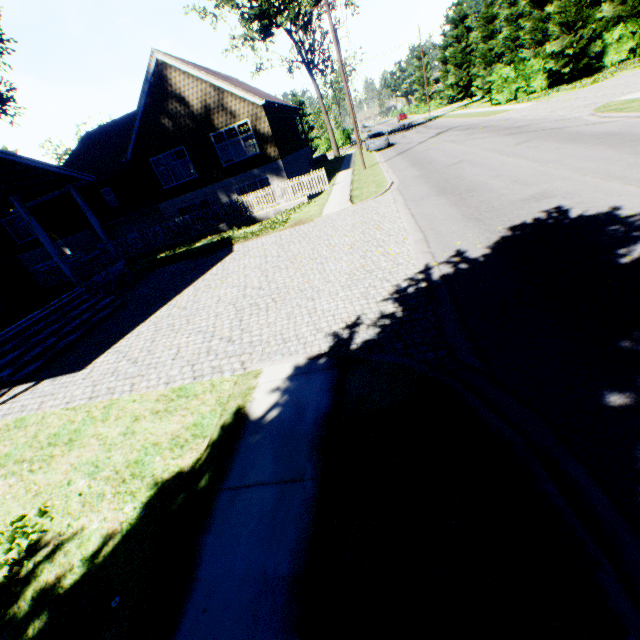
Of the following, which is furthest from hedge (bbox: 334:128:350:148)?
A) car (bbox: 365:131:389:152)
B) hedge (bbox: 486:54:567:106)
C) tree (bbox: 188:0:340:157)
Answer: hedge (bbox: 486:54:567:106)

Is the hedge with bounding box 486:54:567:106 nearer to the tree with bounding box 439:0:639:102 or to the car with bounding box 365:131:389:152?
the tree with bounding box 439:0:639:102

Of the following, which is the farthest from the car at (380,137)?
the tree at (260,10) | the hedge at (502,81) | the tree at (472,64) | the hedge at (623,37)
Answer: the hedge at (623,37)

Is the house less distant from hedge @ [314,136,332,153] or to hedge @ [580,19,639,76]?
hedge @ [580,19,639,76]

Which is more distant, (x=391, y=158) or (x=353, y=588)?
(x=391, y=158)

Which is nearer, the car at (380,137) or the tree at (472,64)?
the tree at (472,64)

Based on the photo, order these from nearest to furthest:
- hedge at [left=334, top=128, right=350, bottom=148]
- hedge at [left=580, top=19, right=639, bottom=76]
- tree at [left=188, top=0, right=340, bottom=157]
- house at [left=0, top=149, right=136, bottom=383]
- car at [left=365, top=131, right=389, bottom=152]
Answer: house at [left=0, top=149, right=136, bottom=383] < hedge at [left=580, top=19, right=639, bottom=76] < car at [left=365, top=131, right=389, bottom=152] < tree at [left=188, top=0, right=340, bottom=157] < hedge at [left=334, top=128, right=350, bottom=148]

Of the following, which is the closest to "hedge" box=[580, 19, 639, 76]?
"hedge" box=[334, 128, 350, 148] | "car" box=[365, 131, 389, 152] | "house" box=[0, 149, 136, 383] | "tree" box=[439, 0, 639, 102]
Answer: "tree" box=[439, 0, 639, 102]
